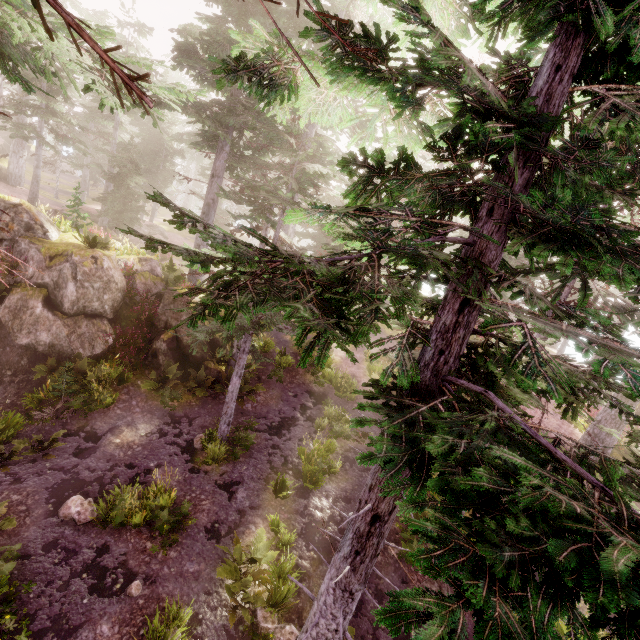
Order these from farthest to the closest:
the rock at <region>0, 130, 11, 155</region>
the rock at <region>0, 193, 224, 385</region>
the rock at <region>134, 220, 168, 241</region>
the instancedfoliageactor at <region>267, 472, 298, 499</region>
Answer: the rock at <region>0, 130, 11, 155</region> → the rock at <region>134, 220, 168, 241</region> → the rock at <region>0, 193, 224, 385</region> → the instancedfoliageactor at <region>267, 472, 298, 499</region>

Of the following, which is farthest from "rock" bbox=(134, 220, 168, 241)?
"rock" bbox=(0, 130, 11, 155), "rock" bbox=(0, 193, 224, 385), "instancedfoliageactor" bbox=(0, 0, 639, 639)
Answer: "rock" bbox=(0, 130, 11, 155)

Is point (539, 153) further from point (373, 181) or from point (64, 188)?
point (64, 188)

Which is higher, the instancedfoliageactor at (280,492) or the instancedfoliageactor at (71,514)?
the instancedfoliageactor at (280,492)

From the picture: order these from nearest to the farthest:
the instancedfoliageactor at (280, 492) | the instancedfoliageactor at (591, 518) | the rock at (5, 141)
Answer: the instancedfoliageactor at (591, 518)
the instancedfoliageactor at (280, 492)
the rock at (5, 141)

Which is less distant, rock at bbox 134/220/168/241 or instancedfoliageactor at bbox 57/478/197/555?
instancedfoliageactor at bbox 57/478/197/555

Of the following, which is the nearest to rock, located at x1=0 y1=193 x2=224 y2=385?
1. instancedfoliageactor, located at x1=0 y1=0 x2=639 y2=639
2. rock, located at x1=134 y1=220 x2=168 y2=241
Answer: instancedfoliageactor, located at x1=0 y1=0 x2=639 y2=639

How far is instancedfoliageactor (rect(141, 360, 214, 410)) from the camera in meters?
12.9
